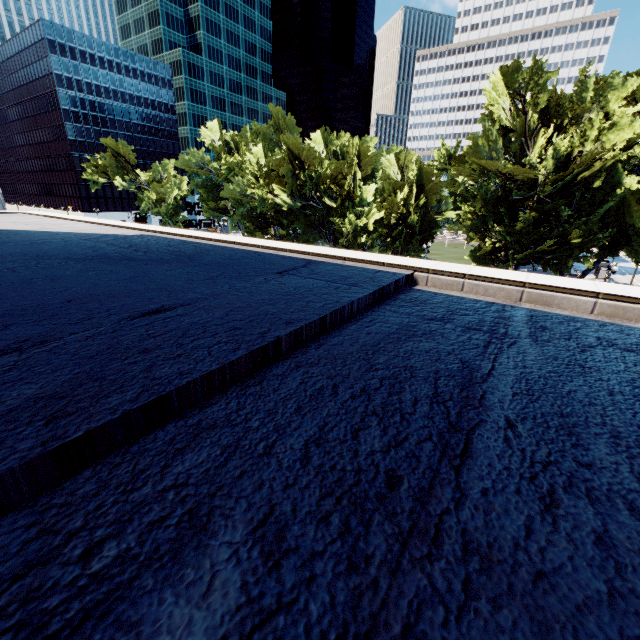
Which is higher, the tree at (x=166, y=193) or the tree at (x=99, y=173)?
the tree at (x=99, y=173)

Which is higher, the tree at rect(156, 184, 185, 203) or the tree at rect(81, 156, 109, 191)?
the tree at rect(81, 156, 109, 191)

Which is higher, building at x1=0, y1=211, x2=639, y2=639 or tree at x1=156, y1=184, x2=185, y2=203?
tree at x1=156, y1=184, x2=185, y2=203

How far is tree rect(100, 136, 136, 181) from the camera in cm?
5666

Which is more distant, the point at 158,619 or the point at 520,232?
the point at 520,232

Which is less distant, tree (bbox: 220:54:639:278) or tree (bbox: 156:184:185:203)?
tree (bbox: 220:54:639:278)

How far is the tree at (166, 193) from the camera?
58.34m
